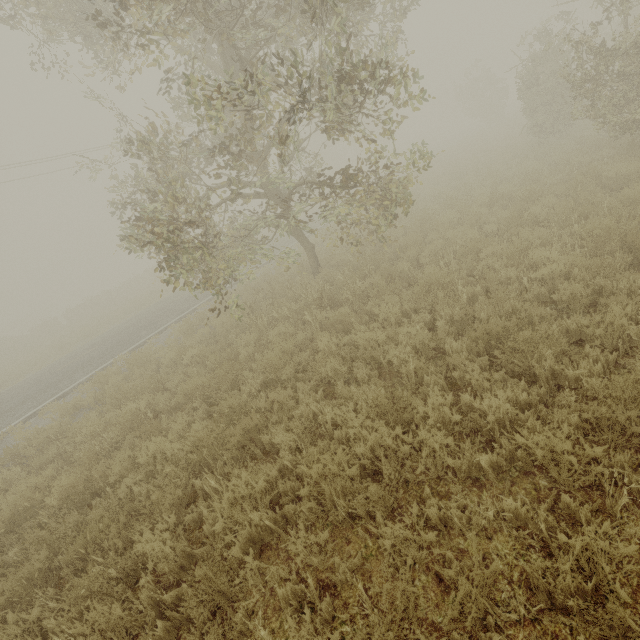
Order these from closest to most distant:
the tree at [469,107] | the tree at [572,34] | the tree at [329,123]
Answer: the tree at [329,123] → the tree at [572,34] → the tree at [469,107]

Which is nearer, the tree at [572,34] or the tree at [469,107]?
the tree at [572,34]

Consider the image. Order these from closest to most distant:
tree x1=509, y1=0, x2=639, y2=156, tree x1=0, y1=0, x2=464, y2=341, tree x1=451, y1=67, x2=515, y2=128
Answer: tree x1=0, y1=0, x2=464, y2=341
tree x1=509, y1=0, x2=639, y2=156
tree x1=451, y1=67, x2=515, y2=128

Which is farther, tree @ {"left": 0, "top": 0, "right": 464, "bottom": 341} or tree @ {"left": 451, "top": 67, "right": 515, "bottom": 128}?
tree @ {"left": 451, "top": 67, "right": 515, "bottom": 128}

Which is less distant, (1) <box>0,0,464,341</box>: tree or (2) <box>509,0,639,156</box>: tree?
(1) <box>0,0,464,341</box>: tree

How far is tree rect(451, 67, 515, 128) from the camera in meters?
30.4 m

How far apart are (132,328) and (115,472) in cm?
1185
